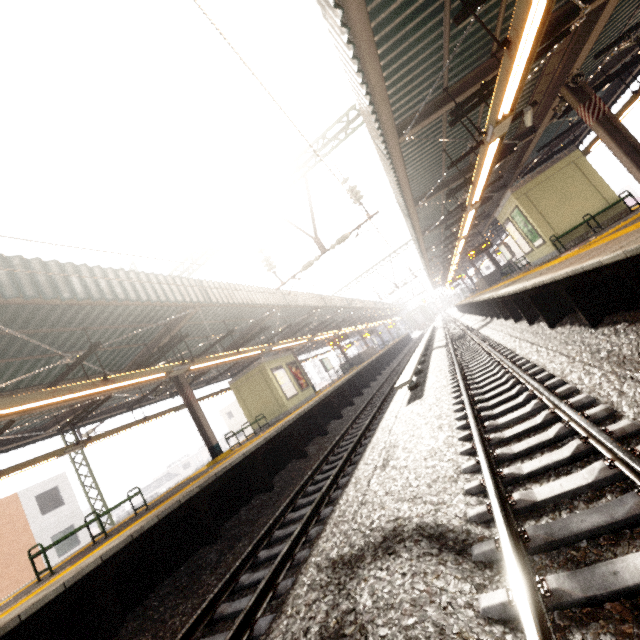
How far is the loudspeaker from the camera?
7.3m

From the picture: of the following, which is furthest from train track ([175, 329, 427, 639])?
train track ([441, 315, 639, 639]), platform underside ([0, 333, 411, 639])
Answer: train track ([441, 315, 639, 639])

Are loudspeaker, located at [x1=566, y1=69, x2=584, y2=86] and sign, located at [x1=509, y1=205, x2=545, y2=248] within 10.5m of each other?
yes

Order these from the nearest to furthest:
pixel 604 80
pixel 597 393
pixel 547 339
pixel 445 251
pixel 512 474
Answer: pixel 512 474 → pixel 597 393 → pixel 547 339 → pixel 604 80 → pixel 445 251

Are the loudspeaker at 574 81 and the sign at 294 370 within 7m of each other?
no

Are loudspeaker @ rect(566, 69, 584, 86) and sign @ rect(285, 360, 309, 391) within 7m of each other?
no

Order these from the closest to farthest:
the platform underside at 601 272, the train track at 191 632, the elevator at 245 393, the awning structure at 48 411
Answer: the train track at 191 632 < the platform underside at 601 272 < the awning structure at 48 411 < the elevator at 245 393

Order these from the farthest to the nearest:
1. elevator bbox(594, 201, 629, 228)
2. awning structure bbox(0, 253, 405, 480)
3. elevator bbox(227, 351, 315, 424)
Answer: elevator bbox(227, 351, 315, 424) < elevator bbox(594, 201, 629, 228) < awning structure bbox(0, 253, 405, 480)
